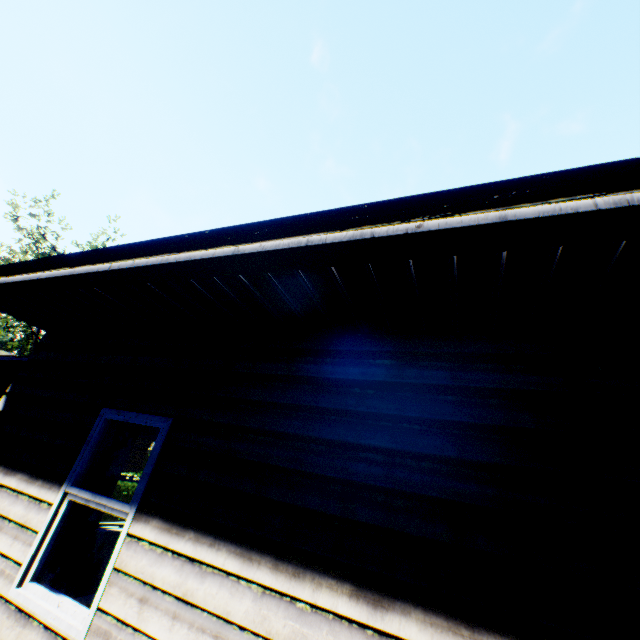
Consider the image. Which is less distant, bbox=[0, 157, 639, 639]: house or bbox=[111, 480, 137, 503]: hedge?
bbox=[0, 157, 639, 639]: house

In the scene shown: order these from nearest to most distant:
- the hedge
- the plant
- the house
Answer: the house, the hedge, the plant

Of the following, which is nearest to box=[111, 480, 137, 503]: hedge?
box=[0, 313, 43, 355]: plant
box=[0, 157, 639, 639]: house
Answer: box=[0, 313, 43, 355]: plant

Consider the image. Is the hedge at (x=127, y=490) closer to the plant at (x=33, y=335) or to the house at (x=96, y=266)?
the plant at (x=33, y=335)

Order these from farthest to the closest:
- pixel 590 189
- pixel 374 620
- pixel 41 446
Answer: pixel 41 446, pixel 374 620, pixel 590 189

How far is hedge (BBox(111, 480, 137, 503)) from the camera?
12.4 meters
